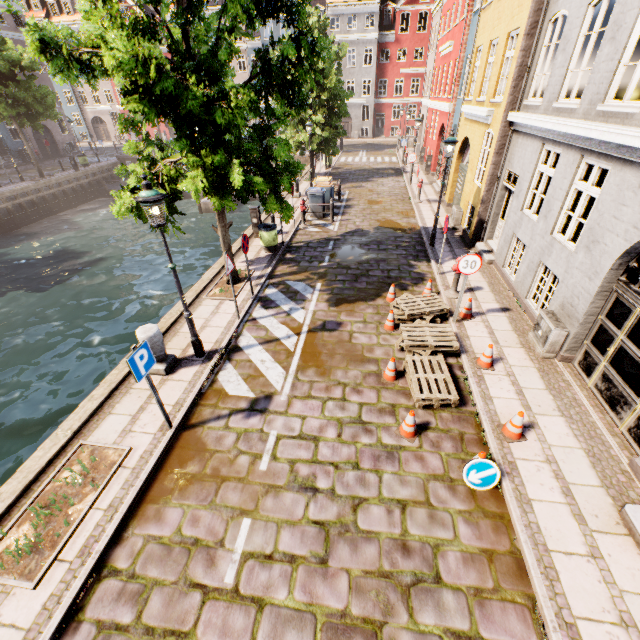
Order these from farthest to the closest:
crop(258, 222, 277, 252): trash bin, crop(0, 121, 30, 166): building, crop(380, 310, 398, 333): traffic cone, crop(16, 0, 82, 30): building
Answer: crop(16, 0, 82, 30): building < crop(0, 121, 30, 166): building < crop(258, 222, 277, 252): trash bin < crop(380, 310, 398, 333): traffic cone

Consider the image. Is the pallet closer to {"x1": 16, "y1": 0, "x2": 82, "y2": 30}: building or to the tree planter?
the tree planter

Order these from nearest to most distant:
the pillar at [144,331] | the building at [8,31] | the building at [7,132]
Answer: the pillar at [144,331]
the building at [8,31]
the building at [7,132]

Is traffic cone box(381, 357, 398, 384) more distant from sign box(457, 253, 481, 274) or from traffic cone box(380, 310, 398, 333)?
sign box(457, 253, 481, 274)

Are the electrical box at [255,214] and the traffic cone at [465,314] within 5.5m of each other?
no

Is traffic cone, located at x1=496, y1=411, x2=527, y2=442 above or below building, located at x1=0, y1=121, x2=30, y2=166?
below

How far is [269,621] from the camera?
3.8 meters

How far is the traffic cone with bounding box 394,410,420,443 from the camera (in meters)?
5.64
